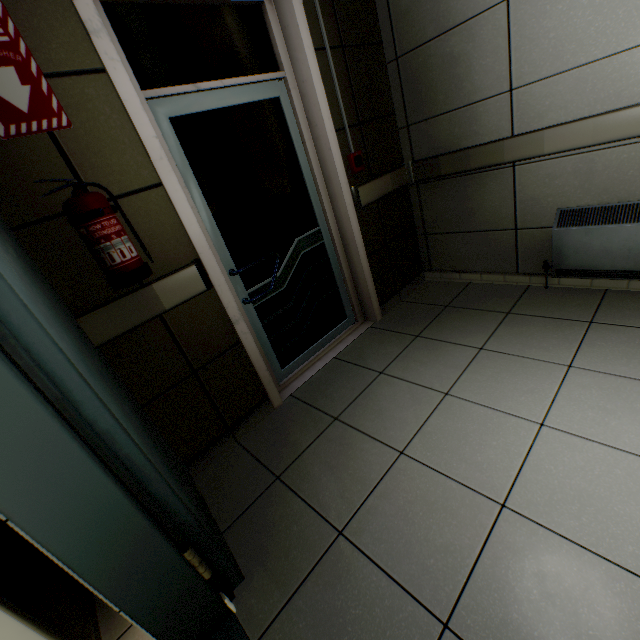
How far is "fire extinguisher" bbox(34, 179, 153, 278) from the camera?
1.3 meters

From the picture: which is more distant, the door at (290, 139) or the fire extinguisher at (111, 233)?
the door at (290, 139)

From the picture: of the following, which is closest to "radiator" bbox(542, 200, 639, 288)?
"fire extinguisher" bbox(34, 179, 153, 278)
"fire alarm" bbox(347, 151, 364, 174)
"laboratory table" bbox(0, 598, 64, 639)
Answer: "fire alarm" bbox(347, 151, 364, 174)

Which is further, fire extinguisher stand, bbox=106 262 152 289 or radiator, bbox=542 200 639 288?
radiator, bbox=542 200 639 288

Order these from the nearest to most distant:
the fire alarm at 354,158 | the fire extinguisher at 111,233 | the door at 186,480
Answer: the door at 186,480
the fire extinguisher at 111,233
the fire alarm at 354,158

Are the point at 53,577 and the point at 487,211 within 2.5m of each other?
no

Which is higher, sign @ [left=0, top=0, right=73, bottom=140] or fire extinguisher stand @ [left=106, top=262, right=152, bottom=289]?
sign @ [left=0, top=0, right=73, bottom=140]

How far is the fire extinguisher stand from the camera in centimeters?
145cm
